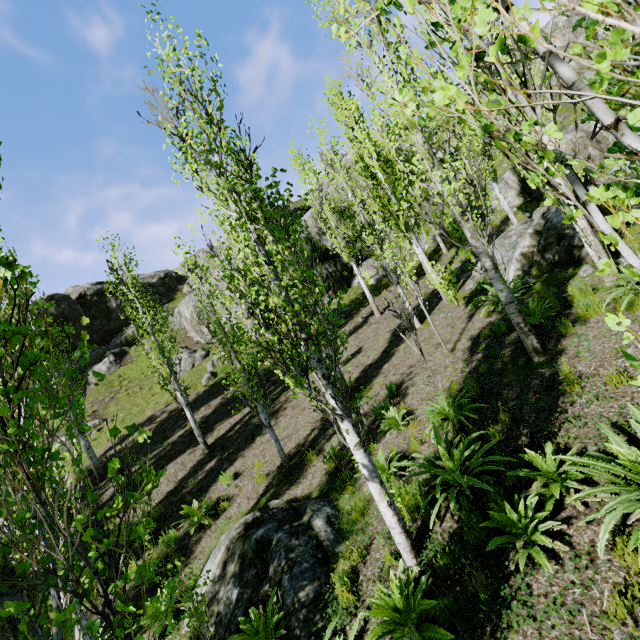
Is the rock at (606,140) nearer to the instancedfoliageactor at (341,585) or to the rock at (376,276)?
the instancedfoliageactor at (341,585)

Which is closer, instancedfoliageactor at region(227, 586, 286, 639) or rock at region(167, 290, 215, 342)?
instancedfoliageactor at region(227, 586, 286, 639)

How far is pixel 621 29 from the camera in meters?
0.8

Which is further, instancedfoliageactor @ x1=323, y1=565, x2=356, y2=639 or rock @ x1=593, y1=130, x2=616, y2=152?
rock @ x1=593, y1=130, x2=616, y2=152

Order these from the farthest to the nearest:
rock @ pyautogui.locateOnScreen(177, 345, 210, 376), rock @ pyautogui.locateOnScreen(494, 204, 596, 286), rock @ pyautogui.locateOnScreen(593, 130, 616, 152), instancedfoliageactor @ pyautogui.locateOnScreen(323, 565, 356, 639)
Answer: rock @ pyautogui.locateOnScreen(177, 345, 210, 376) → rock @ pyautogui.locateOnScreen(593, 130, 616, 152) → rock @ pyautogui.locateOnScreen(494, 204, 596, 286) → instancedfoliageactor @ pyautogui.locateOnScreen(323, 565, 356, 639)

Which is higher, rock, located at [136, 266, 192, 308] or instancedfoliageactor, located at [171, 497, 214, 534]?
rock, located at [136, 266, 192, 308]

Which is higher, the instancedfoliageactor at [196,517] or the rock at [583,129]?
the rock at [583,129]

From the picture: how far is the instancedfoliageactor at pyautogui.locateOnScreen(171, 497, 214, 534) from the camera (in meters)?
8.60
